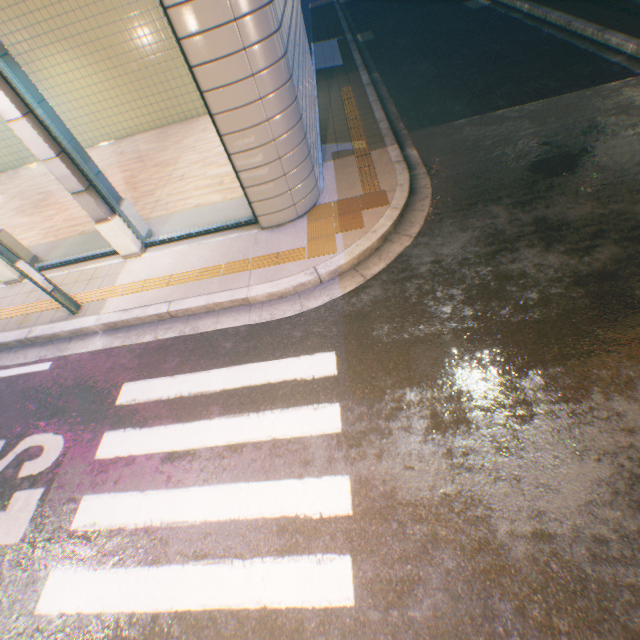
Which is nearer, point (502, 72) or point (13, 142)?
point (502, 72)

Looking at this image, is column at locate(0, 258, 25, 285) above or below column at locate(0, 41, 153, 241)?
below

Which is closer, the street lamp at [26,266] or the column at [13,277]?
the street lamp at [26,266]

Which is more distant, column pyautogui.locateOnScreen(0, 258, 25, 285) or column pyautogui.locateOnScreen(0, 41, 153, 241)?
column pyautogui.locateOnScreen(0, 258, 25, 285)

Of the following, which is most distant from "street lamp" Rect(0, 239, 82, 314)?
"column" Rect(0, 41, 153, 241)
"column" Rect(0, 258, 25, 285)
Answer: "column" Rect(0, 258, 25, 285)

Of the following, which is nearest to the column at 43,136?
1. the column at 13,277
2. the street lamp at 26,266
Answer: the street lamp at 26,266

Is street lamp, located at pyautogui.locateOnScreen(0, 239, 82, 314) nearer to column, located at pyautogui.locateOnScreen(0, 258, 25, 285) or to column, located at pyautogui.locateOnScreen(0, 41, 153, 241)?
column, located at pyautogui.locateOnScreen(0, 41, 153, 241)
